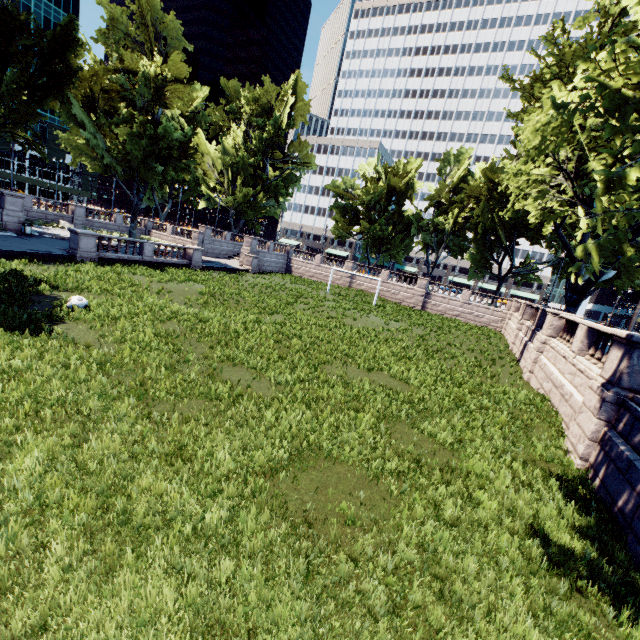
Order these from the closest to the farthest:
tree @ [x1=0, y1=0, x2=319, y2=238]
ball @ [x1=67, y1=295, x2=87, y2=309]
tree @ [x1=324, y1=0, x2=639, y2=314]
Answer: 1. tree @ [x1=324, y1=0, x2=639, y2=314]
2. ball @ [x1=67, y1=295, x2=87, y2=309]
3. tree @ [x1=0, y1=0, x2=319, y2=238]

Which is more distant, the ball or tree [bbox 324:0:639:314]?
the ball

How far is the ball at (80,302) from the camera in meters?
12.7

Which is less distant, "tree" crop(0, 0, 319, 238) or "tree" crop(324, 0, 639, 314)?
"tree" crop(324, 0, 639, 314)

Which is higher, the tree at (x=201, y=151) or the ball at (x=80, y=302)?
the tree at (x=201, y=151)

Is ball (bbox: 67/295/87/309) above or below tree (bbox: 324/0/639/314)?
below

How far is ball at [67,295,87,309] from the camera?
12.7m

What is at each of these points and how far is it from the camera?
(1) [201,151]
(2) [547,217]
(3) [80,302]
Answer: (1) tree, 36.41m
(2) tree, 20.11m
(3) ball, 12.84m
